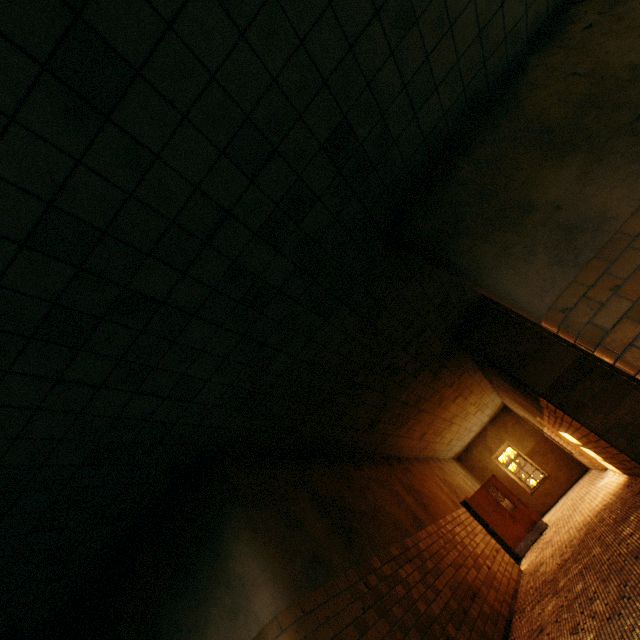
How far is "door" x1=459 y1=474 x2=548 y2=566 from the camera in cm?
1064

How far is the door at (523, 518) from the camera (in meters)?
10.64

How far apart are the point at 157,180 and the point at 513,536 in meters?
14.1 m
